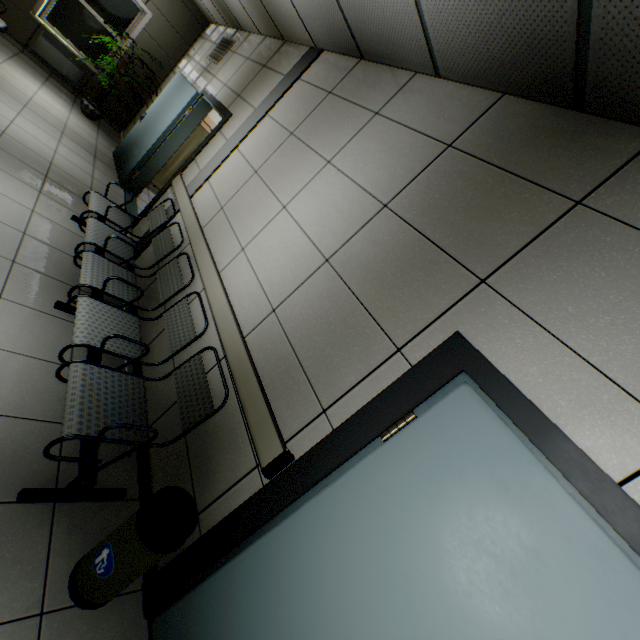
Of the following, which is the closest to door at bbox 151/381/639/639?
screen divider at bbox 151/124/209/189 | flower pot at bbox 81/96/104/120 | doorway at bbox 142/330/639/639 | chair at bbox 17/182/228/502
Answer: doorway at bbox 142/330/639/639

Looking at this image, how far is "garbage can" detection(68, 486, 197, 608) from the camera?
1.4 meters

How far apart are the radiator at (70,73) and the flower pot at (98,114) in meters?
0.9

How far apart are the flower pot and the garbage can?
8.2m

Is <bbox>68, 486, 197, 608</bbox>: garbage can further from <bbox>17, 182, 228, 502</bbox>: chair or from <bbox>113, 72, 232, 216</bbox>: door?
<bbox>113, 72, 232, 216</bbox>: door

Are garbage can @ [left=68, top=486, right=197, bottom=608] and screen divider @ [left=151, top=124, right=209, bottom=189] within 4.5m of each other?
no

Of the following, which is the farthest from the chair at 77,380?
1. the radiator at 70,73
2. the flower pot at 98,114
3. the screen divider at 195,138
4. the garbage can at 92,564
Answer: the radiator at 70,73

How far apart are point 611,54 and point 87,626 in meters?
3.3
